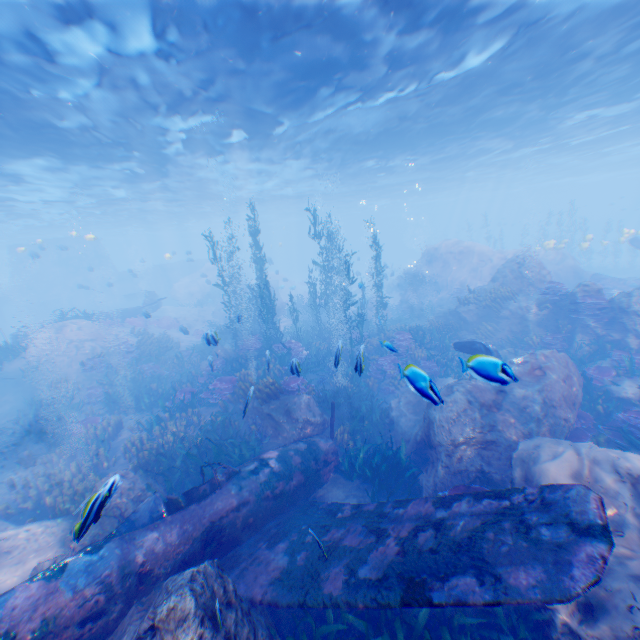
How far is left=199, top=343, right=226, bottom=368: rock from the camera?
11.1 meters

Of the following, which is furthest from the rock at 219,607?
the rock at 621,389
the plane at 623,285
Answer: the rock at 621,389

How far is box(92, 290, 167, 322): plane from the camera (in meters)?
23.80

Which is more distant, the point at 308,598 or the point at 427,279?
the point at 427,279

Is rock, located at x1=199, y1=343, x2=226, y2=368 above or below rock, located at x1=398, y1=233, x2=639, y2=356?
below

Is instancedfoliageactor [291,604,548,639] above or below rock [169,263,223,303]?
below

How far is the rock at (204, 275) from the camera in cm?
3712

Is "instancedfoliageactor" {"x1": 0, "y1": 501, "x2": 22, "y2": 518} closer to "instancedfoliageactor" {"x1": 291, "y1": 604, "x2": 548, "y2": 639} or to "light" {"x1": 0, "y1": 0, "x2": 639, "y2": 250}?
"instancedfoliageactor" {"x1": 291, "y1": 604, "x2": 548, "y2": 639}
